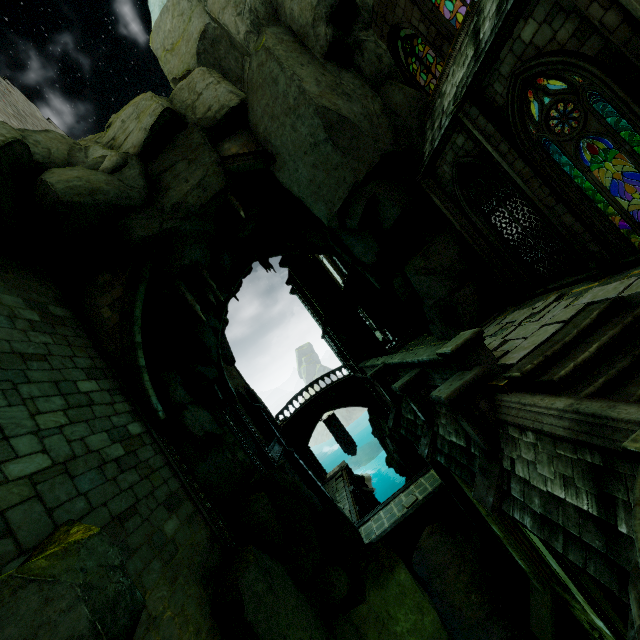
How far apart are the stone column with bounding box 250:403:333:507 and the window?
21.70m

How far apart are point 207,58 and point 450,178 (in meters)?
11.69

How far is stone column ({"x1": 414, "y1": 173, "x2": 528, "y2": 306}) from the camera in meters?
11.0

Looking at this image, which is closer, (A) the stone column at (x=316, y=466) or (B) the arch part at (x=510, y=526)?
(B) the arch part at (x=510, y=526)

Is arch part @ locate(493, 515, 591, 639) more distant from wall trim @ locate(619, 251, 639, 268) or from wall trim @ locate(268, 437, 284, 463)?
wall trim @ locate(268, 437, 284, 463)

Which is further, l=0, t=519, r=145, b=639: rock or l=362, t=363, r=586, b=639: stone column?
l=362, t=363, r=586, b=639: stone column

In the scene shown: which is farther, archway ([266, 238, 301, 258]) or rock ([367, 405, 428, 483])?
archway ([266, 238, 301, 258])

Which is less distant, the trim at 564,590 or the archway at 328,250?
the trim at 564,590
